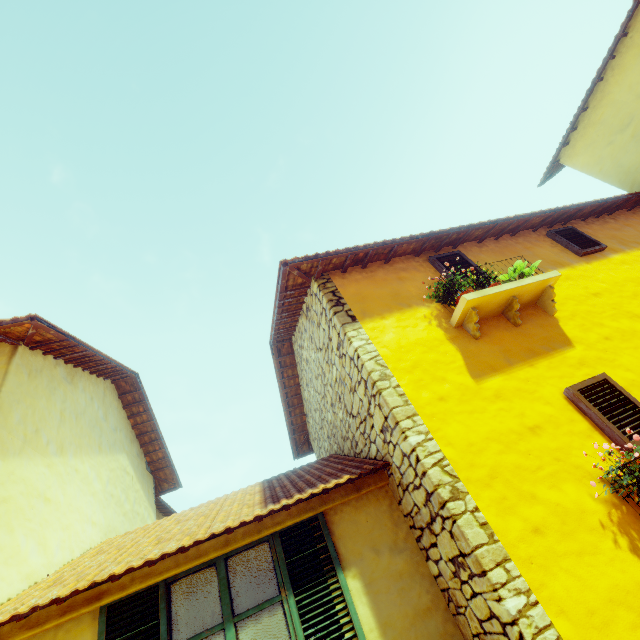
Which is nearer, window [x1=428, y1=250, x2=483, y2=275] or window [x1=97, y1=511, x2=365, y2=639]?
window [x1=97, y1=511, x2=365, y2=639]

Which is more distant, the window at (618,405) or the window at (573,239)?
the window at (573,239)

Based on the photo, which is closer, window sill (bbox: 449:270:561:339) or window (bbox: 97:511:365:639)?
window (bbox: 97:511:365:639)

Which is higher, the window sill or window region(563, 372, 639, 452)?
the window sill

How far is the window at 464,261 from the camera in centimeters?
478cm

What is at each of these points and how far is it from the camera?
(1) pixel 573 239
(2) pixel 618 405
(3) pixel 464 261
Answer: (1) window, 5.5m
(2) window, 3.3m
(3) window, 5.0m

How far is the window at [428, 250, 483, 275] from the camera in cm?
478
